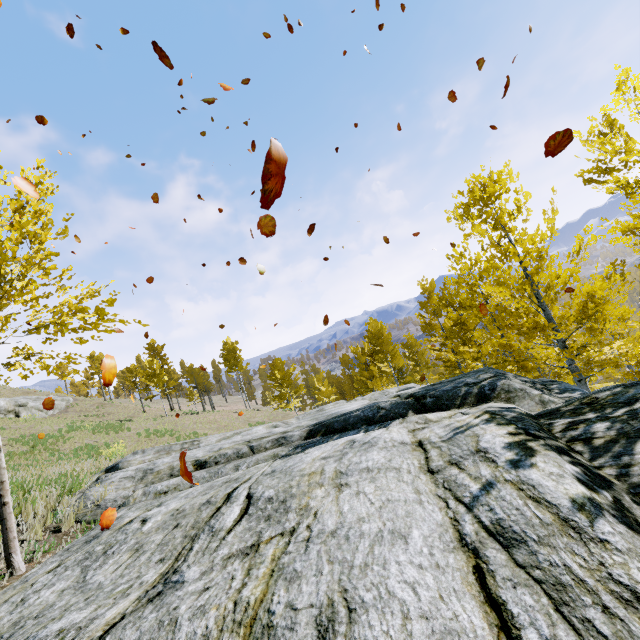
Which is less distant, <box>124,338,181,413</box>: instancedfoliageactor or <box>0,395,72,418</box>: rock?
<box>0,395,72,418</box>: rock

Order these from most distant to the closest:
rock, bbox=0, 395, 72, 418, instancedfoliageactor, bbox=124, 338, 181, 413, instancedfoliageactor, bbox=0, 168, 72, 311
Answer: instancedfoliageactor, bbox=124, 338, 181, 413, rock, bbox=0, 395, 72, 418, instancedfoliageactor, bbox=0, 168, 72, 311

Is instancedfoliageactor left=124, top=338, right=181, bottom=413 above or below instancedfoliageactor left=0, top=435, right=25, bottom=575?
above

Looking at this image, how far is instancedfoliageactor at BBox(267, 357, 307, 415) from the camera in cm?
2594

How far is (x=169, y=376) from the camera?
52.9 meters

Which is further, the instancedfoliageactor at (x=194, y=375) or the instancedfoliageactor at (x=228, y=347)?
the instancedfoliageactor at (x=194, y=375)

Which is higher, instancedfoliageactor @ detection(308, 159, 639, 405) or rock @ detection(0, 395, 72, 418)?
rock @ detection(0, 395, 72, 418)
